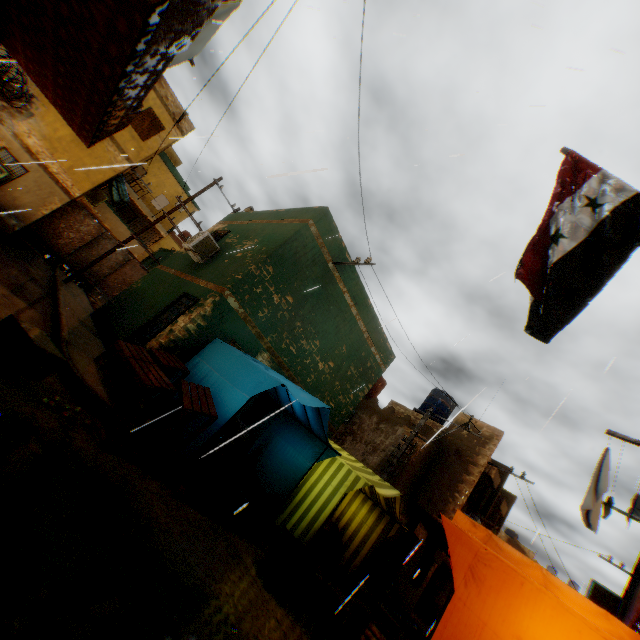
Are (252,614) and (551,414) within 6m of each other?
yes

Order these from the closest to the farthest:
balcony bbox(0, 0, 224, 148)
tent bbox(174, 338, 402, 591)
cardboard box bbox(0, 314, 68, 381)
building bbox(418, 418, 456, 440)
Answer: balcony bbox(0, 0, 224, 148) < cardboard box bbox(0, 314, 68, 381) < tent bbox(174, 338, 402, 591) < building bbox(418, 418, 456, 440)

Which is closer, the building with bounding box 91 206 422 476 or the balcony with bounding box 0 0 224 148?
the balcony with bounding box 0 0 224 148

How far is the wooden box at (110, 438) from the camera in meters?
4.2

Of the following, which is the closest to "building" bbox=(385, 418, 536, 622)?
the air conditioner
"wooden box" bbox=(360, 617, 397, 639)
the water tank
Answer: the air conditioner

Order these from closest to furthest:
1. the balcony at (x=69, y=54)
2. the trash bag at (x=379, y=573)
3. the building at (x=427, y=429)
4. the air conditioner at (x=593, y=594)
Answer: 1. the balcony at (x=69, y=54)
2. the air conditioner at (x=593, y=594)
3. the trash bag at (x=379, y=573)
4. the building at (x=427, y=429)

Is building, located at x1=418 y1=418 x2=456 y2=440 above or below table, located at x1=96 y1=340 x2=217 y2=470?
above

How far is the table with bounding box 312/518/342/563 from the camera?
8.3m
